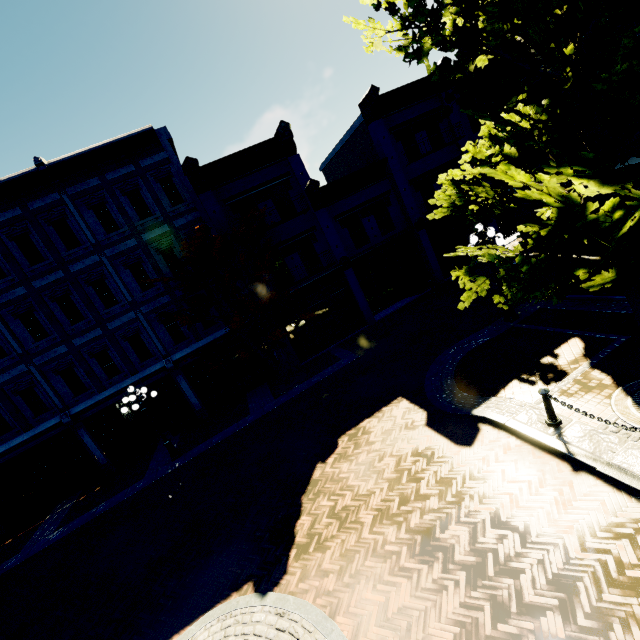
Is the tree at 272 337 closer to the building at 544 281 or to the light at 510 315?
the building at 544 281

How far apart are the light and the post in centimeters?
532cm

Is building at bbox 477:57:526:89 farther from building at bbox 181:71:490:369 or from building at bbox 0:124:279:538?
building at bbox 0:124:279:538

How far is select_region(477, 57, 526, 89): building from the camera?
9.1m

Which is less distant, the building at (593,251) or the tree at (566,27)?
the tree at (566,27)

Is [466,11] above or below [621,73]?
above

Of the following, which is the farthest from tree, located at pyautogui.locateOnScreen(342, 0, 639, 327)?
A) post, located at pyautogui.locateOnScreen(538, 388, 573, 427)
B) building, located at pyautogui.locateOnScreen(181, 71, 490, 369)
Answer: post, located at pyautogui.locateOnScreen(538, 388, 573, 427)
